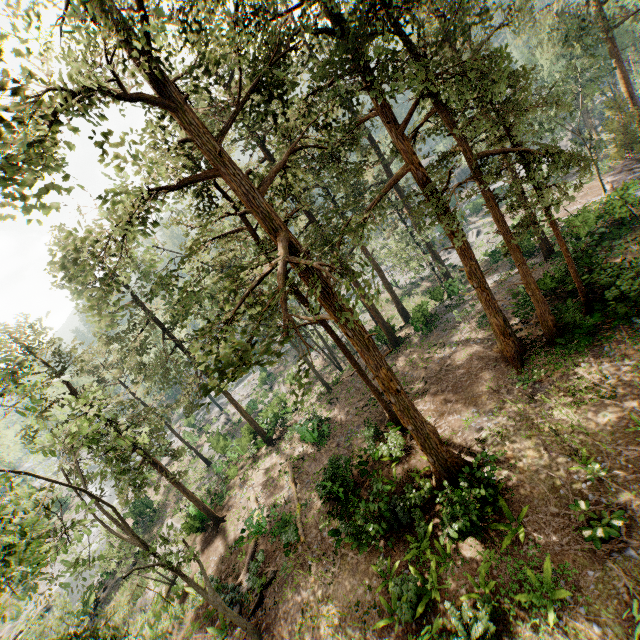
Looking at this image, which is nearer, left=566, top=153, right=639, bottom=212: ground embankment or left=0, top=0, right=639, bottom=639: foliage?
left=0, top=0, right=639, bottom=639: foliage

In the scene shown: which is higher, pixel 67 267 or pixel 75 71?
pixel 75 71

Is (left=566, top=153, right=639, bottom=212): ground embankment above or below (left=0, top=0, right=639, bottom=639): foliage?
below

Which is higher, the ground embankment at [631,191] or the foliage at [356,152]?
the foliage at [356,152]

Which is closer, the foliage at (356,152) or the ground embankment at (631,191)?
the foliage at (356,152)
